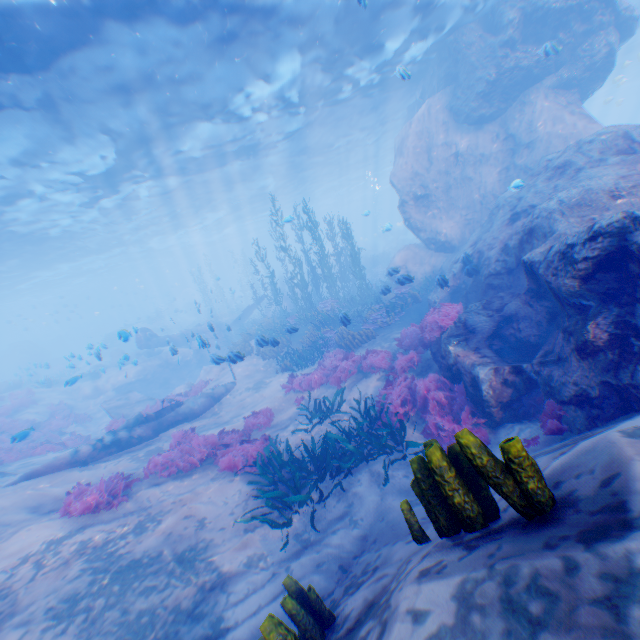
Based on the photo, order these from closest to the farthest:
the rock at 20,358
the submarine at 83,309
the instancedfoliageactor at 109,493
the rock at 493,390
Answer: the rock at 493,390 → the instancedfoliageactor at 109,493 → the rock at 20,358 → the submarine at 83,309

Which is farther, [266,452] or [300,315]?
[300,315]

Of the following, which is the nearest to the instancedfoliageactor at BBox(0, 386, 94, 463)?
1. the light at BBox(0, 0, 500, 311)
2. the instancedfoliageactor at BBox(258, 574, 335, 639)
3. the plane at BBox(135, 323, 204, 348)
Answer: the plane at BBox(135, 323, 204, 348)

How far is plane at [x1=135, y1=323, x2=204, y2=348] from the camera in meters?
24.4 m

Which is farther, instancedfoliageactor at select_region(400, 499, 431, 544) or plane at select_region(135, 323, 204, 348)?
plane at select_region(135, 323, 204, 348)

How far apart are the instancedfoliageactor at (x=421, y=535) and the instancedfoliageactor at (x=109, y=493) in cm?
767

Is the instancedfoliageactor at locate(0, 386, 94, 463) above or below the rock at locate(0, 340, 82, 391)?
below

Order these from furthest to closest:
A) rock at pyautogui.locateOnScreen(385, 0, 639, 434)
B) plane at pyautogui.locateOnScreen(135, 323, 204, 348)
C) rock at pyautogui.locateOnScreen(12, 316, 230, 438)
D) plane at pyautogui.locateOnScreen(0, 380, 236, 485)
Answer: plane at pyautogui.locateOnScreen(135, 323, 204, 348), rock at pyautogui.locateOnScreen(12, 316, 230, 438), plane at pyautogui.locateOnScreen(0, 380, 236, 485), rock at pyautogui.locateOnScreen(385, 0, 639, 434)
